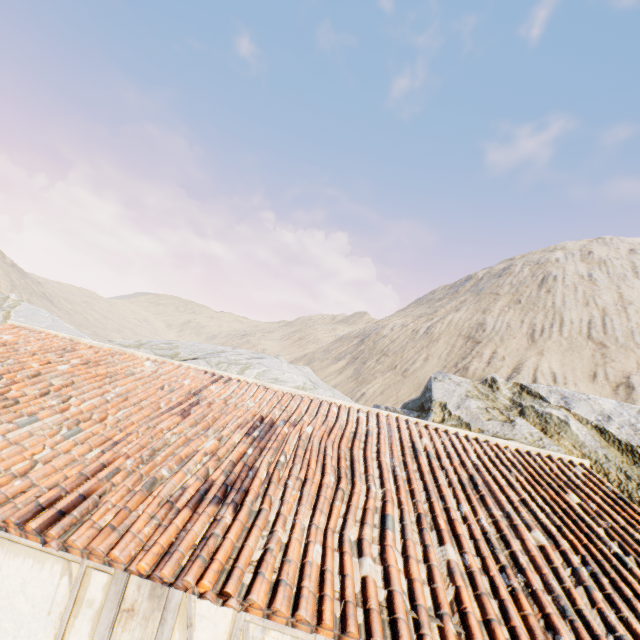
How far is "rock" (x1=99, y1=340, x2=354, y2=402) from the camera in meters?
17.3 m

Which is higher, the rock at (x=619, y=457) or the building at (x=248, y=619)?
the rock at (x=619, y=457)

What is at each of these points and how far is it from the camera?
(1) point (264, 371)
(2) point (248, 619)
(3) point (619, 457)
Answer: (1) rock, 18.39m
(2) building, 3.08m
(3) rock, 10.45m

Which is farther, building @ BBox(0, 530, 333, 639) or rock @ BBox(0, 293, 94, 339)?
rock @ BBox(0, 293, 94, 339)

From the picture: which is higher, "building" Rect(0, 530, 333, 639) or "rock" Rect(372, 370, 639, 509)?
"rock" Rect(372, 370, 639, 509)

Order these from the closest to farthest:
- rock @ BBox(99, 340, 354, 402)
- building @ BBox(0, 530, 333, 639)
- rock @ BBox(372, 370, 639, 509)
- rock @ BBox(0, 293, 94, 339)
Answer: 1. building @ BBox(0, 530, 333, 639)
2. rock @ BBox(372, 370, 639, 509)
3. rock @ BBox(99, 340, 354, 402)
4. rock @ BBox(0, 293, 94, 339)

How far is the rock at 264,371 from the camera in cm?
1733
